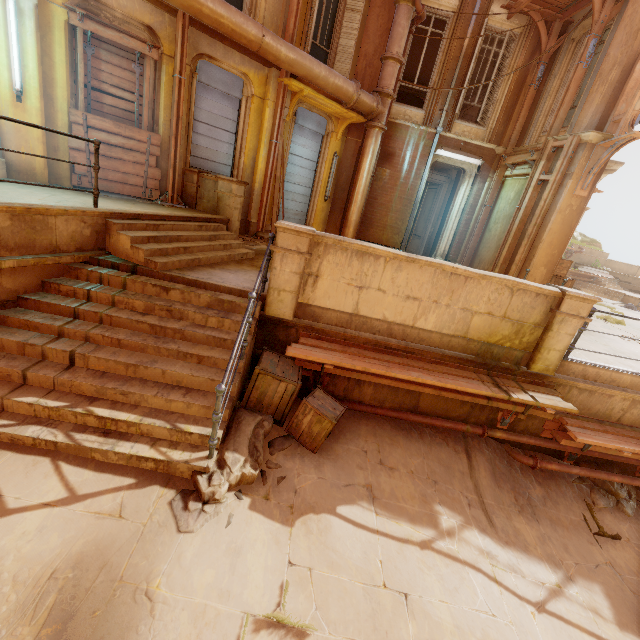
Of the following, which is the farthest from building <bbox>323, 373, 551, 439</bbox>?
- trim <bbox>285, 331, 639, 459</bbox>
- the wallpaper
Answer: the wallpaper

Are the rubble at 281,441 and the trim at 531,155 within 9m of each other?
no

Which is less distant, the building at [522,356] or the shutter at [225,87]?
the building at [522,356]

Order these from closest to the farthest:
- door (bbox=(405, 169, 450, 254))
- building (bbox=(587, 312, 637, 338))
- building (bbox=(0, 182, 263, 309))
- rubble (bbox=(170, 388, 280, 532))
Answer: rubble (bbox=(170, 388, 280, 532)) → building (bbox=(0, 182, 263, 309)) → building (bbox=(587, 312, 637, 338)) → door (bbox=(405, 169, 450, 254))

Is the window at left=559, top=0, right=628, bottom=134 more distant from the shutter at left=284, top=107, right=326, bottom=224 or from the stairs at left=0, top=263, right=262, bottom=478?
the stairs at left=0, top=263, right=262, bottom=478

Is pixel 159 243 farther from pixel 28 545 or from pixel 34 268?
pixel 28 545

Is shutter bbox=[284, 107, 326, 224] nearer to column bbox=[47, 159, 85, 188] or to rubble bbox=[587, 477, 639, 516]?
column bbox=[47, 159, 85, 188]

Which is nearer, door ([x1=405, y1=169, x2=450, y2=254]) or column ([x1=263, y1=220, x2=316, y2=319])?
column ([x1=263, y1=220, x2=316, y2=319])
